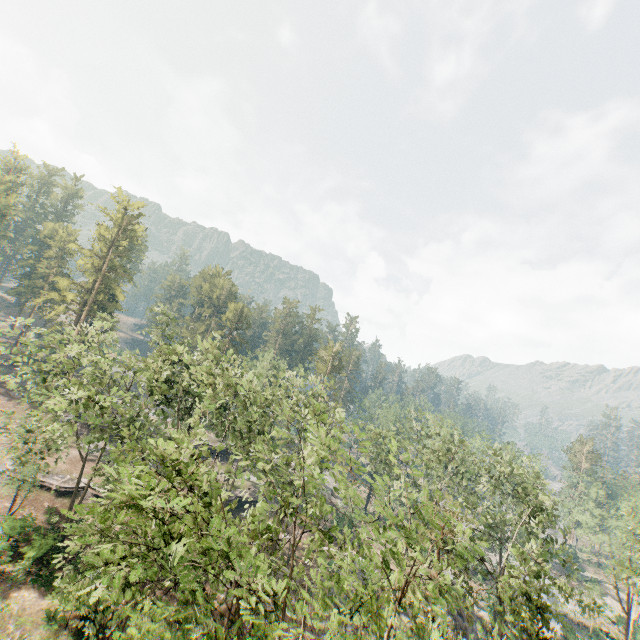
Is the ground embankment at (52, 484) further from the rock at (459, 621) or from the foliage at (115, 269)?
the rock at (459, 621)

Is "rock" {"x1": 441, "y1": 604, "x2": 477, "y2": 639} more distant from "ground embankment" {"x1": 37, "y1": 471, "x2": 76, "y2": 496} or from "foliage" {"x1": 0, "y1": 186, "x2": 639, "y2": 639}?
"ground embankment" {"x1": 37, "y1": 471, "x2": 76, "y2": 496}

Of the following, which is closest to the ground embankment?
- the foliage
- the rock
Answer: the foliage

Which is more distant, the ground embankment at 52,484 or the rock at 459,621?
the ground embankment at 52,484

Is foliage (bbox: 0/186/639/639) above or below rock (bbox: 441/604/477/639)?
above

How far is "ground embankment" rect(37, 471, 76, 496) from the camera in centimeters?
3281cm

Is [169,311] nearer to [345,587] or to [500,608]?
[345,587]
